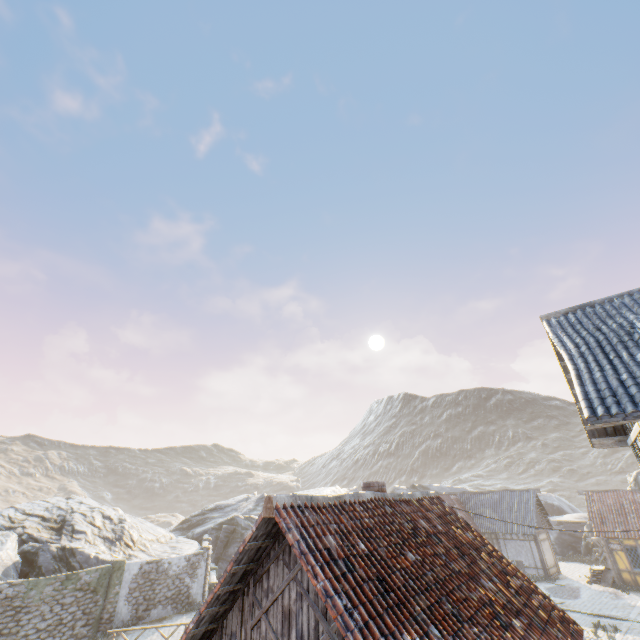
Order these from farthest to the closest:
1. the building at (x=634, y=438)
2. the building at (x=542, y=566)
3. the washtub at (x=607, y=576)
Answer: the building at (x=542, y=566) → the washtub at (x=607, y=576) → the building at (x=634, y=438)

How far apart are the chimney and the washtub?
25.6 meters

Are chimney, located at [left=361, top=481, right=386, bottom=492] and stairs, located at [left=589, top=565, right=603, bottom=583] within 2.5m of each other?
no

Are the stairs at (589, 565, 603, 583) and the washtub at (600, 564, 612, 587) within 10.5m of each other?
yes

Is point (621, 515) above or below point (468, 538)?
below

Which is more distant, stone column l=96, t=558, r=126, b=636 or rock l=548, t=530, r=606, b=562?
rock l=548, t=530, r=606, b=562

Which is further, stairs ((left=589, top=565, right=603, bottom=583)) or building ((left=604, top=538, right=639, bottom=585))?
stairs ((left=589, top=565, right=603, bottom=583))

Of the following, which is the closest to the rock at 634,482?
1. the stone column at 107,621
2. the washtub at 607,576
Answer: the washtub at 607,576
